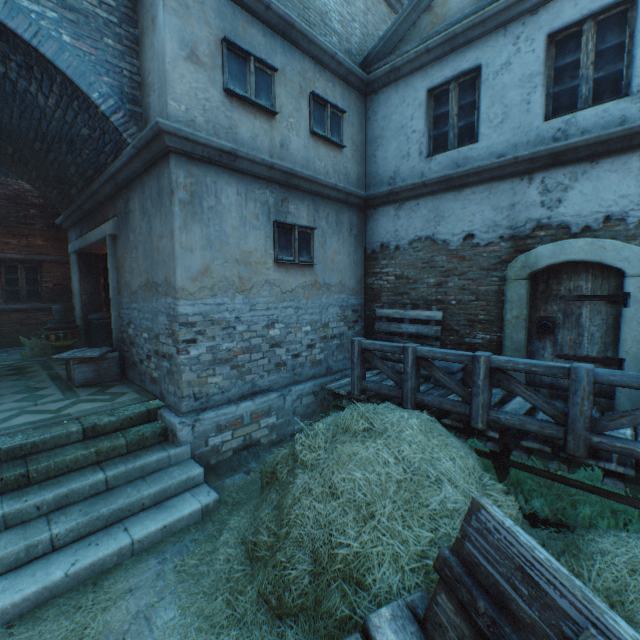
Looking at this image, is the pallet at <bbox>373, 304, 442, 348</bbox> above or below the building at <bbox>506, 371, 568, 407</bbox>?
above

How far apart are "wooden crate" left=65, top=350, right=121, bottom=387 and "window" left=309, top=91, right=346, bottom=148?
5.8m

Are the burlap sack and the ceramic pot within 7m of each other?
no

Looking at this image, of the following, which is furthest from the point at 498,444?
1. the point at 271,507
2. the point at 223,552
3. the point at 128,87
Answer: the point at 128,87

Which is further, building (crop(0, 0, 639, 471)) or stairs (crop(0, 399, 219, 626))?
building (crop(0, 0, 639, 471))

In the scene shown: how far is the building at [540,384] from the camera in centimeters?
524cm

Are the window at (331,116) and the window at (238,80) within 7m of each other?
yes

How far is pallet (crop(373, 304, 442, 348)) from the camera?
6.4 meters
